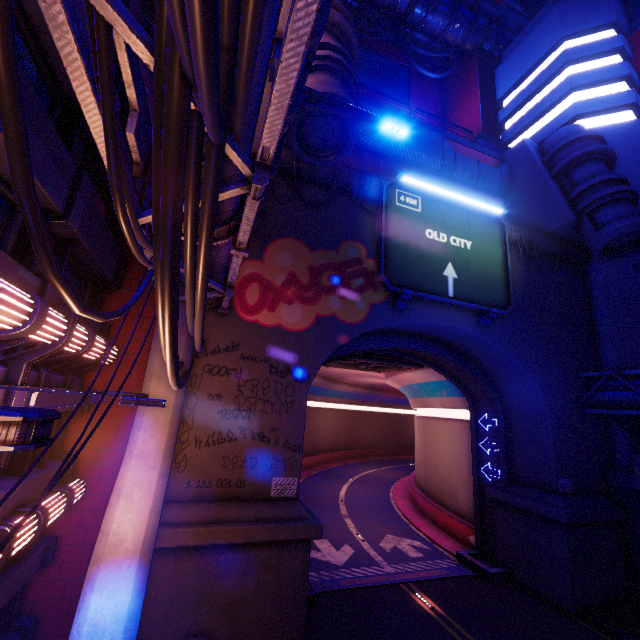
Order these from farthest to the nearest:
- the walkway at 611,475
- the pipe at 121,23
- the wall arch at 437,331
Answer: the walkway at 611,475 < the wall arch at 437,331 < the pipe at 121,23

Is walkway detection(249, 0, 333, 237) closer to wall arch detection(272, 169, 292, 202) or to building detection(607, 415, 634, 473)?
wall arch detection(272, 169, 292, 202)

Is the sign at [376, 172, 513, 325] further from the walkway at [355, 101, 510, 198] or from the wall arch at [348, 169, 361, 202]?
the walkway at [355, 101, 510, 198]

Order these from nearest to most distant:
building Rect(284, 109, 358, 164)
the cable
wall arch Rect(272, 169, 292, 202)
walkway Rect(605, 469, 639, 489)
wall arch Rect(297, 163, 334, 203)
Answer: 1. the cable
2. building Rect(284, 109, 358, 164)
3. wall arch Rect(272, 169, 292, 202)
4. wall arch Rect(297, 163, 334, 203)
5. walkway Rect(605, 469, 639, 489)

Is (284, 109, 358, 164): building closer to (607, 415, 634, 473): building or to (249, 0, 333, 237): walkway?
(249, 0, 333, 237): walkway

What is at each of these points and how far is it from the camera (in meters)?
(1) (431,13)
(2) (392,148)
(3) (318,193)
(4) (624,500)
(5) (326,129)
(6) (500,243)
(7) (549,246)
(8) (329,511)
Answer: (1) walkway, 29.73
(2) walkway, 19.19
(3) wall arch, 14.64
(4) column, 16.08
(5) building, 11.45
(6) sign, 17.19
(7) wall arch, 19.02
(8) tunnel, 25.28

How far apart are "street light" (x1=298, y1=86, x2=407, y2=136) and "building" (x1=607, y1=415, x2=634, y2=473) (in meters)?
19.07

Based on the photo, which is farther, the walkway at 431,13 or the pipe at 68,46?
the walkway at 431,13
